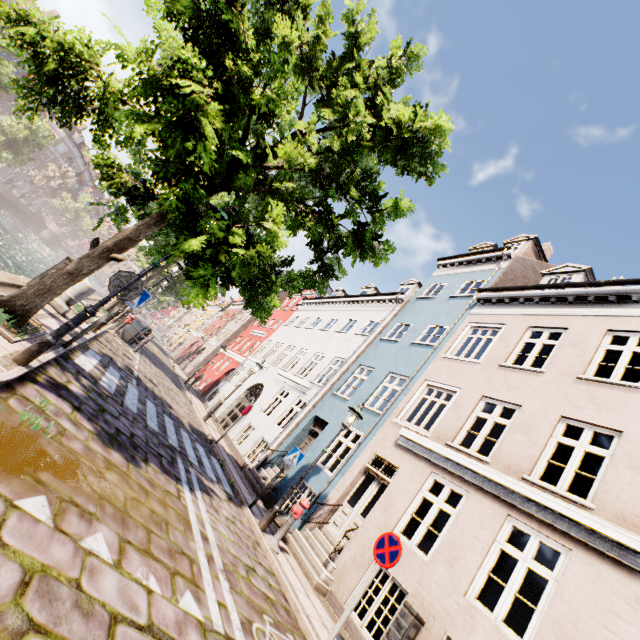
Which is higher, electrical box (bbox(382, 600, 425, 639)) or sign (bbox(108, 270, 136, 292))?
sign (bbox(108, 270, 136, 292))

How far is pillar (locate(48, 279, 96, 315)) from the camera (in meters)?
8.68

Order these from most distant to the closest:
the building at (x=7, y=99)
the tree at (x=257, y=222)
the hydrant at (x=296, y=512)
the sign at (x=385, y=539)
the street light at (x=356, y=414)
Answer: the building at (x=7, y=99) → the street light at (x=356, y=414) → the hydrant at (x=296, y=512) → the sign at (x=385, y=539) → the tree at (x=257, y=222)

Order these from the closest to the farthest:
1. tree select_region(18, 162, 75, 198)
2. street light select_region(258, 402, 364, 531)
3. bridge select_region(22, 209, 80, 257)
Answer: street light select_region(258, 402, 364, 531)
tree select_region(18, 162, 75, 198)
bridge select_region(22, 209, 80, 257)

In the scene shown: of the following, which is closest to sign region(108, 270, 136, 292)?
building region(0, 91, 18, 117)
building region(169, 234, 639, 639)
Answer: building region(169, 234, 639, 639)

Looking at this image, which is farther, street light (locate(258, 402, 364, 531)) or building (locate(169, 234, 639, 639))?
street light (locate(258, 402, 364, 531))

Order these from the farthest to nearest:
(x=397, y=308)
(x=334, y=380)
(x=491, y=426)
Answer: (x=397, y=308), (x=334, y=380), (x=491, y=426)

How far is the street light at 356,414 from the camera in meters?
7.7
